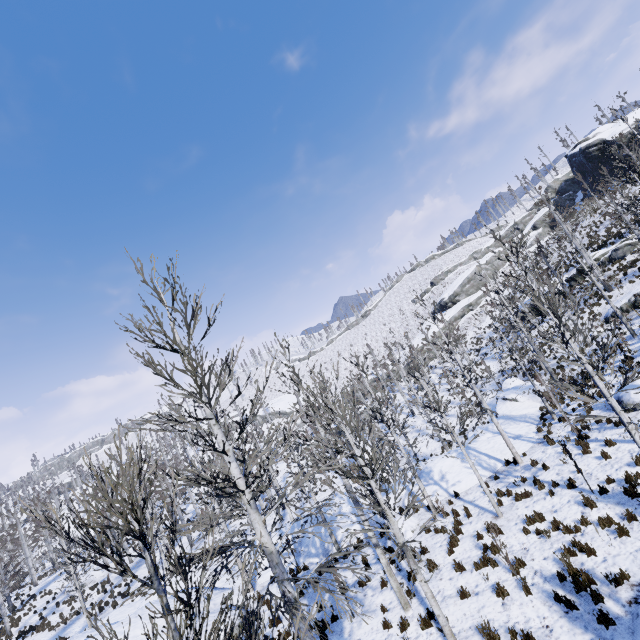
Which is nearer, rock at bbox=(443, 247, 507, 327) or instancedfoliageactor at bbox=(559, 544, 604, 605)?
instancedfoliageactor at bbox=(559, 544, 604, 605)

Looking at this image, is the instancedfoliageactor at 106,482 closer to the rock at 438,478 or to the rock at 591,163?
the rock at 438,478

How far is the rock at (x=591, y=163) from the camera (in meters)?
41.55

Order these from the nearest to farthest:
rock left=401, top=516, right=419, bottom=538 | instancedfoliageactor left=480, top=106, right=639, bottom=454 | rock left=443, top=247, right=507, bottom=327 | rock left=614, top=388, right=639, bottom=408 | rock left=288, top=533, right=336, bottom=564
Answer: instancedfoliageactor left=480, top=106, right=639, bottom=454 → rock left=614, top=388, right=639, bottom=408 → rock left=401, top=516, right=419, bottom=538 → rock left=288, top=533, right=336, bottom=564 → rock left=443, top=247, right=507, bottom=327

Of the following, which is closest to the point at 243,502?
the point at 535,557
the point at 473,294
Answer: the point at 535,557

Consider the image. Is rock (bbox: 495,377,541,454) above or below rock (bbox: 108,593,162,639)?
below

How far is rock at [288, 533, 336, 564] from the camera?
16.6 meters

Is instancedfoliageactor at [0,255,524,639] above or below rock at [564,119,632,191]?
below
